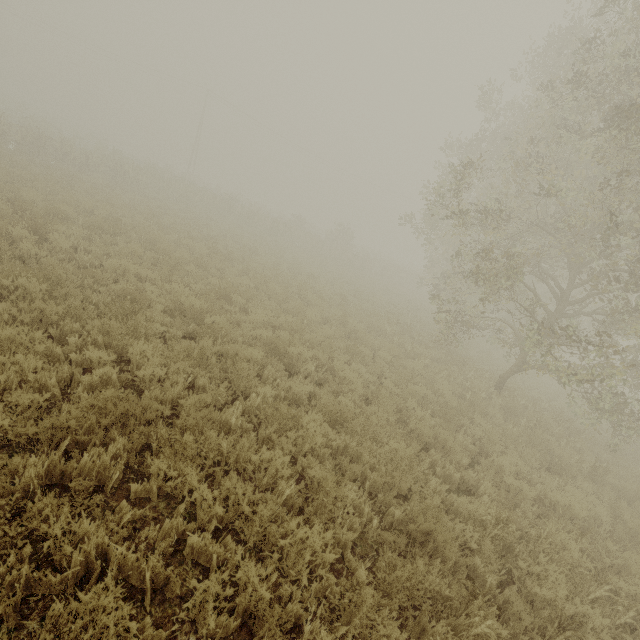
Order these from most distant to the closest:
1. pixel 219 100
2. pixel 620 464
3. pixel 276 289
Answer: pixel 219 100
pixel 276 289
pixel 620 464
